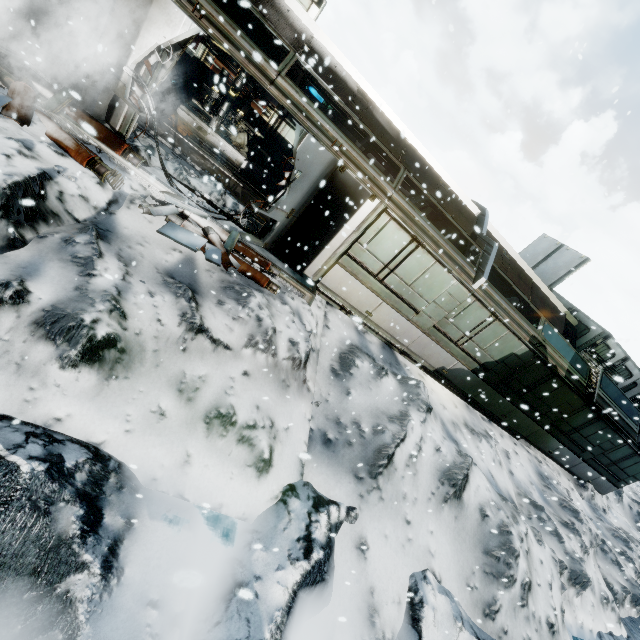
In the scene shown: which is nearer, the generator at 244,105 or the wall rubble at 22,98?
the wall rubble at 22,98

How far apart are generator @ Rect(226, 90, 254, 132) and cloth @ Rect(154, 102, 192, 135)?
1.0m

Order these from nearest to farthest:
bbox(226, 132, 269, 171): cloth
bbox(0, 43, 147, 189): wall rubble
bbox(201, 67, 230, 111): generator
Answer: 1. bbox(0, 43, 147, 189): wall rubble
2. bbox(201, 67, 230, 111): generator
3. bbox(226, 132, 269, 171): cloth

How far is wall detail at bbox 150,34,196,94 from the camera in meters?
6.2 m

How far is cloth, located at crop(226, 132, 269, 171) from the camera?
13.2m

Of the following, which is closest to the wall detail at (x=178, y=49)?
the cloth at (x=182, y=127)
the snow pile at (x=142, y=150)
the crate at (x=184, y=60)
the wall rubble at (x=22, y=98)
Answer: the snow pile at (x=142, y=150)

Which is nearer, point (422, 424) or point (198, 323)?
point (198, 323)

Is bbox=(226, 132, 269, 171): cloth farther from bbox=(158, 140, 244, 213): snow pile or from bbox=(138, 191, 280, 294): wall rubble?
bbox=(138, 191, 280, 294): wall rubble
